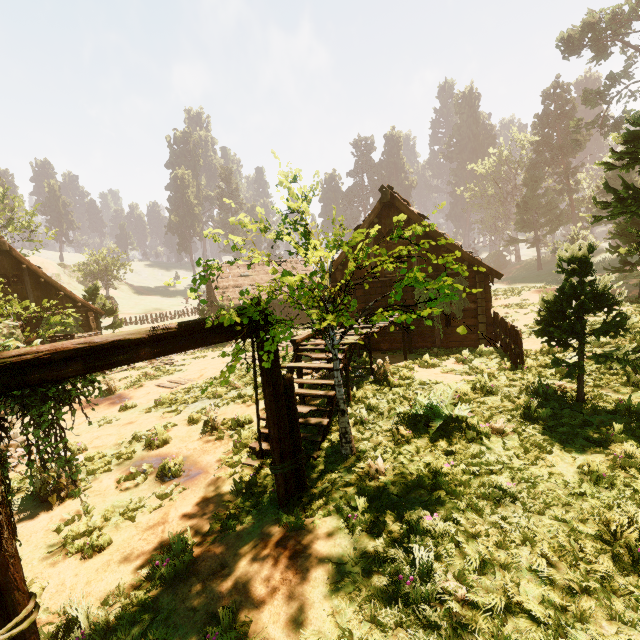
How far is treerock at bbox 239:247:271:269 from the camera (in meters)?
4.14

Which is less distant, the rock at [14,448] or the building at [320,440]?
the building at [320,440]

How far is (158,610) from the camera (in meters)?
4.05

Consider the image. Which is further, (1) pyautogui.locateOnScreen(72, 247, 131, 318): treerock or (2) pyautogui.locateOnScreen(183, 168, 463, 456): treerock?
(1) pyautogui.locateOnScreen(72, 247, 131, 318): treerock

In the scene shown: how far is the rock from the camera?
8.3 meters

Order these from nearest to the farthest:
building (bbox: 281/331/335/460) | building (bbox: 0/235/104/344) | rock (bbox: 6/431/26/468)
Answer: building (bbox: 281/331/335/460), rock (bbox: 6/431/26/468), building (bbox: 0/235/104/344)

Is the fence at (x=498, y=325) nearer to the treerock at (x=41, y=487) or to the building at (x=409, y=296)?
the building at (x=409, y=296)
